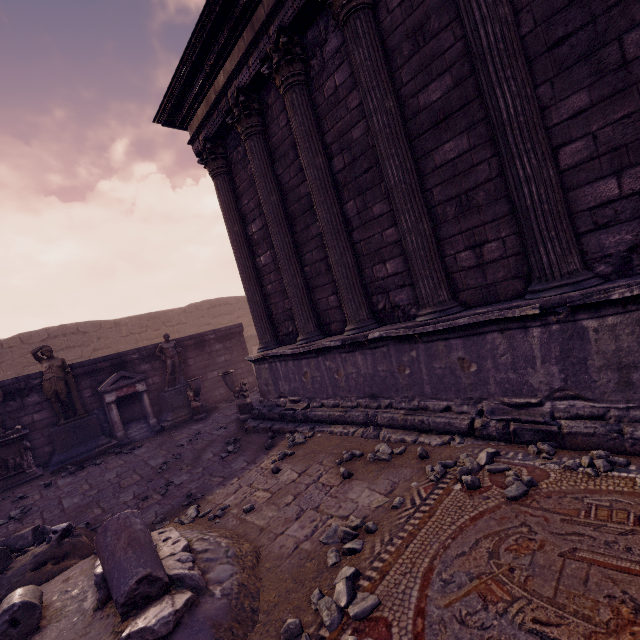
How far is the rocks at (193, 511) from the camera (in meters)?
4.12

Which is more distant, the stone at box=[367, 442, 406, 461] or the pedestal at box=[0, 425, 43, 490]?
the pedestal at box=[0, 425, 43, 490]

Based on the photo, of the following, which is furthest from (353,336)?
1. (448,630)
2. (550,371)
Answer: (448,630)

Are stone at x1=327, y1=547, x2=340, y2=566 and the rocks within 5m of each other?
yes

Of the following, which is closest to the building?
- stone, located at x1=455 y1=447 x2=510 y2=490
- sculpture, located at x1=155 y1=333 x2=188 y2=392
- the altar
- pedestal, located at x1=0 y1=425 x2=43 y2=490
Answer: stone, located at x1=455 y1=447 x2=510 y2=490

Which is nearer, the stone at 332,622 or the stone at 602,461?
the stone at 332,622

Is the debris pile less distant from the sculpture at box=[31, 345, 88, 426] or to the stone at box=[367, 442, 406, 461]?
the stone at box=[367, 442, 406, 461]

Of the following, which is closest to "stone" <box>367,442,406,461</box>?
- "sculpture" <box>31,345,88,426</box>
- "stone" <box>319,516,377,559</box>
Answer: "stone" <box>319,516,377,559</box>
